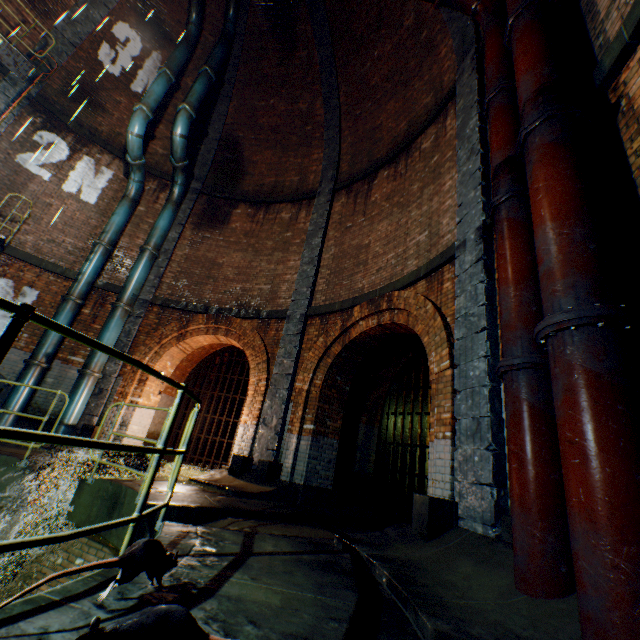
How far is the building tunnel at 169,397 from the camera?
11.49m

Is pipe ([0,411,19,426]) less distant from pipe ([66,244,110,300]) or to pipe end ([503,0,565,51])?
pipe ([66,244,110,300])

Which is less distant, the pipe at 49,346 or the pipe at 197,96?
the pipe at 49,346

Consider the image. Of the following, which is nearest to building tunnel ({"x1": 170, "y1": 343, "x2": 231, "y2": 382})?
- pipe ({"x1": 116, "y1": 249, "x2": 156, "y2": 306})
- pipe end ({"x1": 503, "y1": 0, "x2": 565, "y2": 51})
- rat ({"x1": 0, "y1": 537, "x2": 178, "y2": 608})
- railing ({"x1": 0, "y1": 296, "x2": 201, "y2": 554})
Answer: pipe ({"x1": 116, "y1": 249, "x2": 156, "y2": 306})

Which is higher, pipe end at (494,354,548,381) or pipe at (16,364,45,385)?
pipe end at (494,354,548,381)

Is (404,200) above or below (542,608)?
above

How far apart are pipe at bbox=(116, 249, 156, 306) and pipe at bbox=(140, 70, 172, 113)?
4.31m

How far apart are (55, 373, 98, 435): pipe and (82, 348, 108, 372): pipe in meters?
0.1
